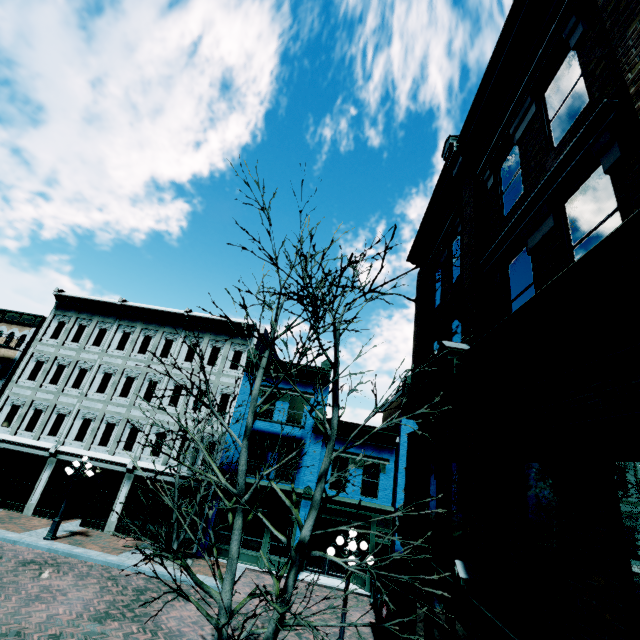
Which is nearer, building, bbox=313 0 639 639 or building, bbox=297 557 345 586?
building, bbox=313 0 639 639

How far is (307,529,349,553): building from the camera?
17.7m

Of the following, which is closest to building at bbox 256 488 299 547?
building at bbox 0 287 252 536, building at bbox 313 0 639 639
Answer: building at bbox 0 287 252 536

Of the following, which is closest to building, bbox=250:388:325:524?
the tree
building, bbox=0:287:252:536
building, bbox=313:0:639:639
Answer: building, bbox=0:287:252:536

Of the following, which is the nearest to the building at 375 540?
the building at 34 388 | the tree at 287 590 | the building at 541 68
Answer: the building at 34 388

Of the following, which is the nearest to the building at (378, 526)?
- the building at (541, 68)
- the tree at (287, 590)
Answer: the building at (541, 68)

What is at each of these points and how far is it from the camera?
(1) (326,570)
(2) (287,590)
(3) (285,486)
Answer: (1) building, 17.3 meters
(2) tree, 5.4 meters
(3) building, 18.0 meters

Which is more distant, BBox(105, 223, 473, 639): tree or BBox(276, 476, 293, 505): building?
BBox(276, 476, 293, 505): building
